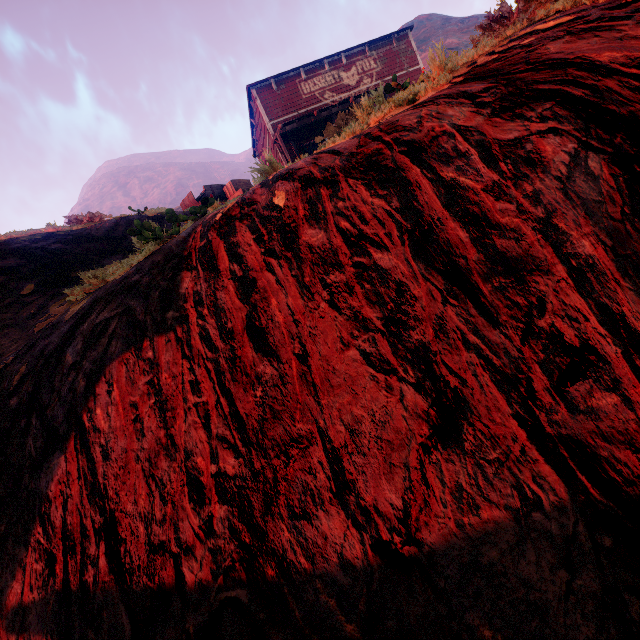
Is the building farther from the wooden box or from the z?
the wooden box

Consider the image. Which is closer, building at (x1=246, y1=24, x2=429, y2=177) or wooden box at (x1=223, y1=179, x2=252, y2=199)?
building at (x1=246, y1=24, x2=429, y2=177)

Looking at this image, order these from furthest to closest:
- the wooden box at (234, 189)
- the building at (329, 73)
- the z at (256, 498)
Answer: the wooden box at (234, 189) → the building at (329, 73) → the z at (256, 498)

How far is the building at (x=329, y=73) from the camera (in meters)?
5.02

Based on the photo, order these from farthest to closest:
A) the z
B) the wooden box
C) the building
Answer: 1. the wooden box
2. the building
3. the z

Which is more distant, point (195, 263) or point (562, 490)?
point (195, 263)

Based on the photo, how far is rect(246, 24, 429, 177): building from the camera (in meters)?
5.02
